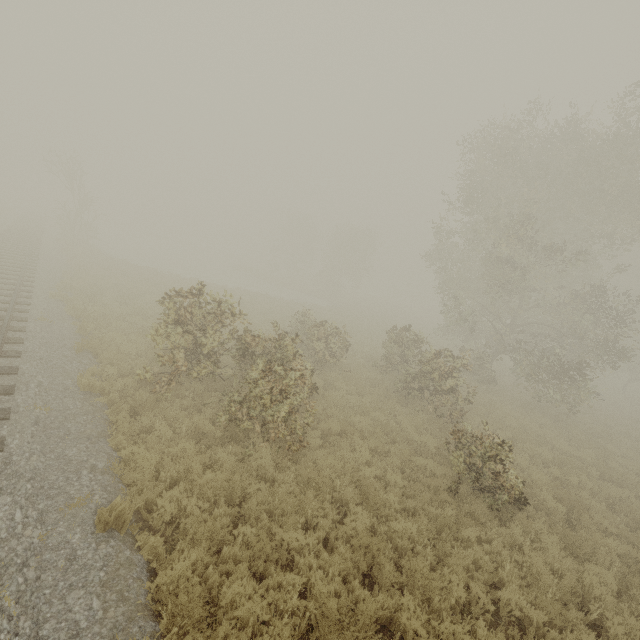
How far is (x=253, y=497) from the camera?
6.5m

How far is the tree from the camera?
29.3 meters

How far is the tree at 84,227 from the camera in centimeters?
2926cm
